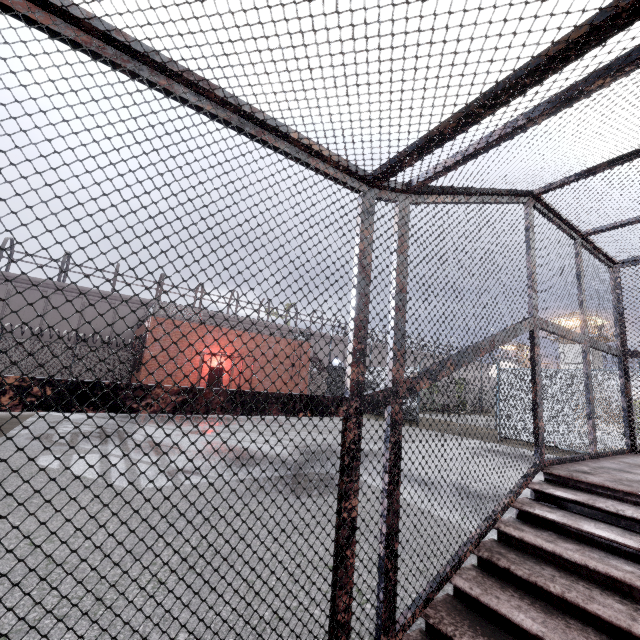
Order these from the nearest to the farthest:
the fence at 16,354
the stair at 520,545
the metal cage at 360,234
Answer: the metal cage at 360,234
the stair at 520,545
the fence at 16,354

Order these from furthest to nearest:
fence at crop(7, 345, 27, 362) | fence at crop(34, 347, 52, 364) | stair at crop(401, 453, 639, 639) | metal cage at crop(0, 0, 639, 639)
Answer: fence at crop(34, 347, 52, 364)
fence at crop(7, 345, 27, 362)
stair at crop(401, 453, 639, 639)
metal cage at crop(0, 0, 639, 639)

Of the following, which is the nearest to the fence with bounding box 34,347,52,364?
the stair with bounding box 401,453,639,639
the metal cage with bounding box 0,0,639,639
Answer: the metal cage with bounding box 0,0,639,639

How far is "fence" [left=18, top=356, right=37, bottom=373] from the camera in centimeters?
2120cm

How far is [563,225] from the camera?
4.3 meters

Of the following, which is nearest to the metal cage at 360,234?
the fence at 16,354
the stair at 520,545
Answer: the stair at 520,545

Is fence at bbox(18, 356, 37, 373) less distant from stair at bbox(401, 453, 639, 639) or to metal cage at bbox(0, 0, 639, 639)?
metal cage at bbox(0, 0, 639, 639)
